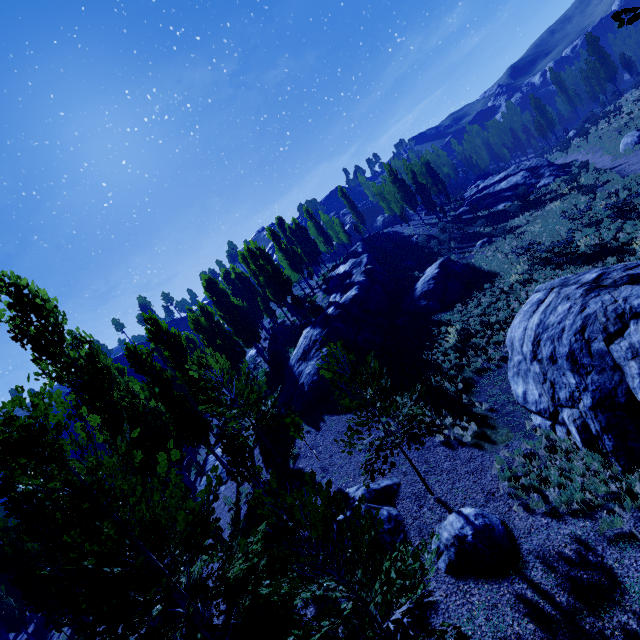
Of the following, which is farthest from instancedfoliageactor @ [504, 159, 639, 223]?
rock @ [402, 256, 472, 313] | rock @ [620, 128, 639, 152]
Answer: rock @ [620, 128, 639, 152]

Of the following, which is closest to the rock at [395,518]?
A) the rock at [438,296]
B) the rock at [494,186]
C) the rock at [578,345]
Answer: the rock at [578,345]

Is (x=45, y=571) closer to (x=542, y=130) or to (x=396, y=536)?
(x=396, y=536)

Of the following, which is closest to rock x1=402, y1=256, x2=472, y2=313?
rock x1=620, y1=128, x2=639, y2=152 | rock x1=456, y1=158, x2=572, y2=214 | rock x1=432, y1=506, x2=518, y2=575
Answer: rock x1=432, y1=506, x2=518, y2=575

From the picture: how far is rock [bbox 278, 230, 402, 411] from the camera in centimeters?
1988cm

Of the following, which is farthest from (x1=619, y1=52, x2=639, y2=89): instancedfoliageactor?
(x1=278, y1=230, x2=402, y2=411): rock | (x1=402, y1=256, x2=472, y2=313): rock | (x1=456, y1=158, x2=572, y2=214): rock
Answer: (x1=402, y1=256, x2=472, y2=313): rock

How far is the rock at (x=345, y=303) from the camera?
19.88m

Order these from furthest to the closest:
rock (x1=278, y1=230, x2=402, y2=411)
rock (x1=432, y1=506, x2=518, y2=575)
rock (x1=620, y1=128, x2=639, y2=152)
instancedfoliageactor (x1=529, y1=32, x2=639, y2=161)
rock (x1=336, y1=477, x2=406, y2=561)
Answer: instancedfoliageactor (x1=529, y1=32, x2=639, y2=161)
rock (x1=620, y1=128, x2=639, y2=152)
rock (x1=278, y1=230, x2=402, y2=411)
rock (x1=336, y1=477, x2=406, y2=561)
rock (x1=432, y1=506, x2=518, y2=575)
